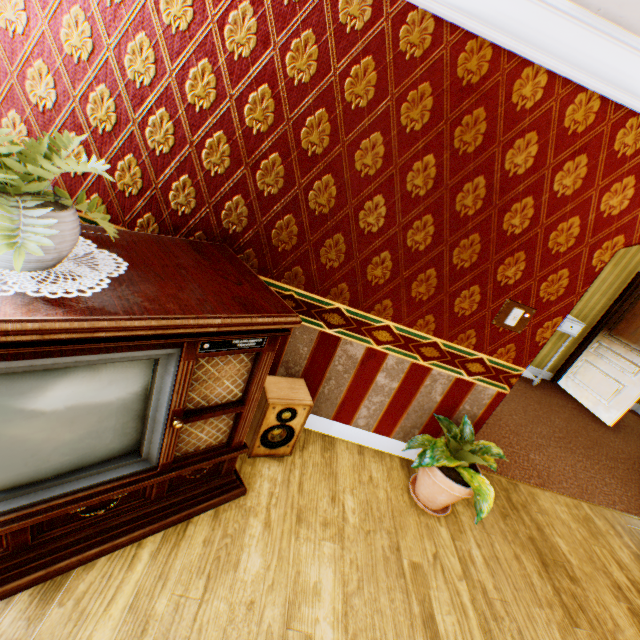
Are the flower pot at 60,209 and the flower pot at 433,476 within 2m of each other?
no

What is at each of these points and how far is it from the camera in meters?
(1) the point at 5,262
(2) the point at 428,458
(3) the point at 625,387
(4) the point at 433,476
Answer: (1) flower pot, 1.1
(2) plant, 2.3
(3) childactor, 5.4
(4) flower pot, 2.5

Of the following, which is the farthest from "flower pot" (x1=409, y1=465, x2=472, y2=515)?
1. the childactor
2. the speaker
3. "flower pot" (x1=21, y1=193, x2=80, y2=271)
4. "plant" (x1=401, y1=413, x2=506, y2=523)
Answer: the childactor

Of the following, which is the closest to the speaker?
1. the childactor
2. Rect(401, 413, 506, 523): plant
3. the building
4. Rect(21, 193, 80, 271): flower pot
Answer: the building

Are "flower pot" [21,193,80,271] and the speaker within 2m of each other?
yes

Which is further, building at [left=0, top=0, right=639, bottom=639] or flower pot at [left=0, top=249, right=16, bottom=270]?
building at [left=0, top=0, right=639, bottom=639]

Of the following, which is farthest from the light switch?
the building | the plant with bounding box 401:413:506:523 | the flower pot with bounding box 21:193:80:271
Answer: the flower pot with bounding box 21:193:80:271

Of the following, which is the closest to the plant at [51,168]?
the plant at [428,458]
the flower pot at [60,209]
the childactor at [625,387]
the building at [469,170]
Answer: the flower pot at [60,209]
